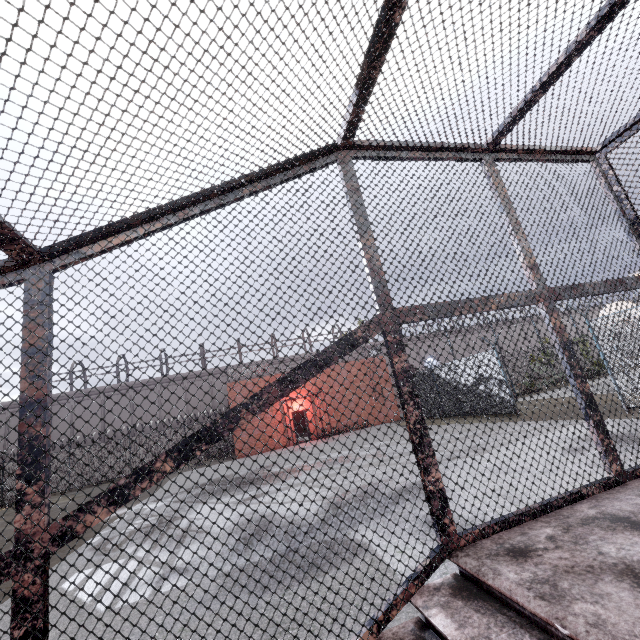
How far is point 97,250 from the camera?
2.0 meters

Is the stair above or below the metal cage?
below

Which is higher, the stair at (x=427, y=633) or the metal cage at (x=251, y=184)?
the metal cage at (x=251, y=184)
